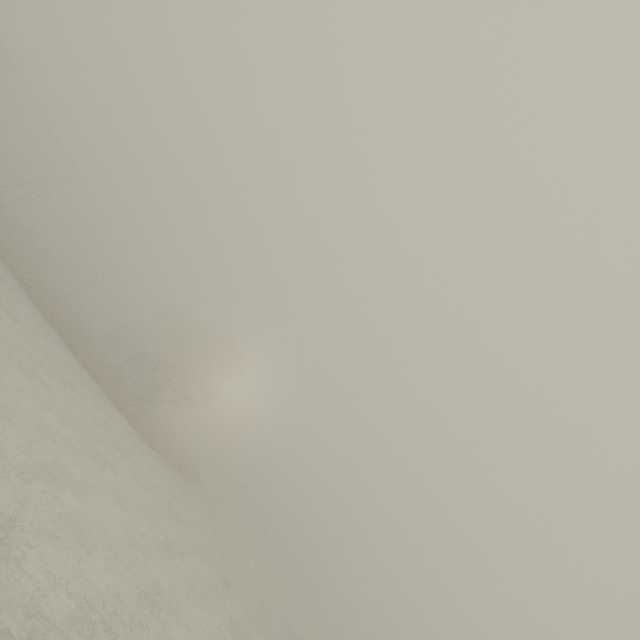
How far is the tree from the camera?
37.78m

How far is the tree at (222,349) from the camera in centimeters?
3778cm

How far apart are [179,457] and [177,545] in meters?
21.6 m
